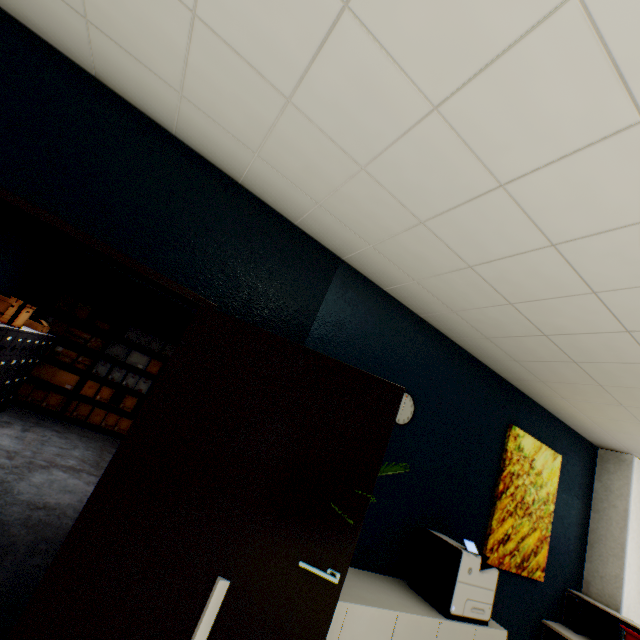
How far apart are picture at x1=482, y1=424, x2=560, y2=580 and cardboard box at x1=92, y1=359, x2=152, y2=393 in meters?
6.3

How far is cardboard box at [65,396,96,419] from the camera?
6.1m

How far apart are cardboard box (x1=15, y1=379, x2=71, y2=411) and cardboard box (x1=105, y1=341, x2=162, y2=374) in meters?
1.0 m

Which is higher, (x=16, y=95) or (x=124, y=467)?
(x=16, y=95)

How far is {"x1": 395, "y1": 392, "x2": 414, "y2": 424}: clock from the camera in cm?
290

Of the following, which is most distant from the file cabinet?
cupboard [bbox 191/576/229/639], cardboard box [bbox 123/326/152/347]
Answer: cupboard [bbox 191/576/229/639]

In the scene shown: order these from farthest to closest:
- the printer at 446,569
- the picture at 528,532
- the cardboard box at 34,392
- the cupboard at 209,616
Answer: the cardboard box at 34,392, the picture at 528,532, the printer at 446,569, the cupboard at 209,616

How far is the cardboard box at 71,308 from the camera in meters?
6.1 m
